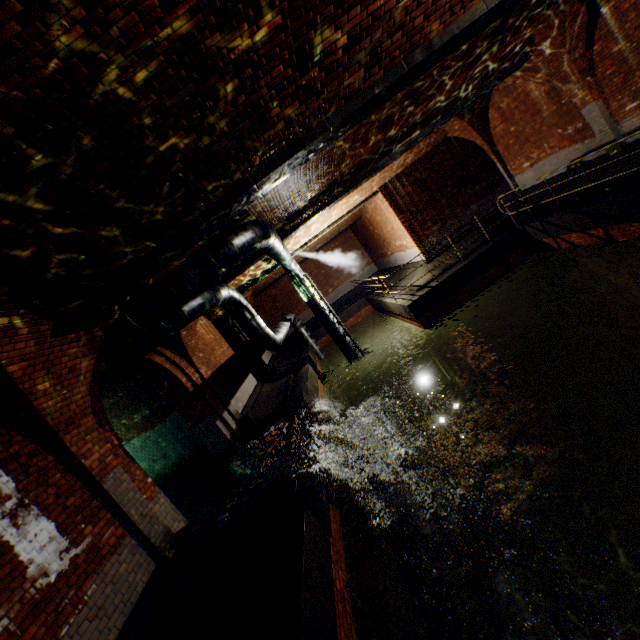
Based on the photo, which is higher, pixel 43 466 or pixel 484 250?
pixel 43 466

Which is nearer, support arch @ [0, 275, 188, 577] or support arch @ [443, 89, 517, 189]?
support arch @ [0, 275, 188, 577]

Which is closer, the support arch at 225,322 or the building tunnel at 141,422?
the building tunnel at 141,422

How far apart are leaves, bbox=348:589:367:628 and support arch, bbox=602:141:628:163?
11.3m

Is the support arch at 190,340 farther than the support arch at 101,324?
Yes

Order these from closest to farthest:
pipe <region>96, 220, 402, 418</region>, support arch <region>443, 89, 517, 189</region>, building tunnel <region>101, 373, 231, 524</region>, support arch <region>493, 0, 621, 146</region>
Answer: pipe <region>96, 220, 402, 418</region> → support arch <region>493, 0, 621, 146</region> → building tunnel <region>101, 373, 231, 524</region> → support arch <region>443, 89, 517, 189</region>

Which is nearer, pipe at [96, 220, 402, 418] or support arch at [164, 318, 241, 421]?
pipe at [96, 220, 402, 418]

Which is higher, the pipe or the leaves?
the pipe
